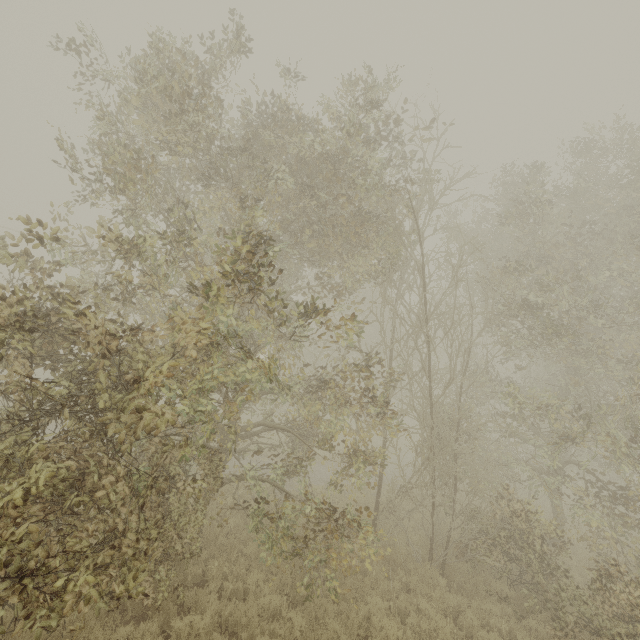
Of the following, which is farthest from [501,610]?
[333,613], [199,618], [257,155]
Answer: [257,155]
